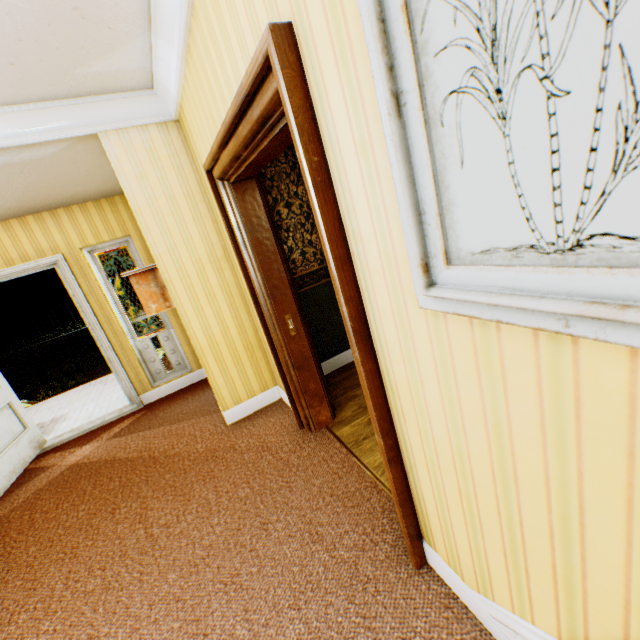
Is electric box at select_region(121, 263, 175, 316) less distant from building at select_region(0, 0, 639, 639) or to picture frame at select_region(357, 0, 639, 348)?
building at select_region(0, 0, 639, 639)

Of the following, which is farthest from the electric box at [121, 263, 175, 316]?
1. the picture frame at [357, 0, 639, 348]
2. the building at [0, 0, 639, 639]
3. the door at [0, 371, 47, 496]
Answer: the picture frame at [357, 0, 639, 348]

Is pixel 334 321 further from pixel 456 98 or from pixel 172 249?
pixel 456 98

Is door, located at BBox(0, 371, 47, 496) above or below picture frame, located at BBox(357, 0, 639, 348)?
below

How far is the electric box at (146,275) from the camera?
3.1 meters

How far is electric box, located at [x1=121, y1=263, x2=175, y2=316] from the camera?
3.14m

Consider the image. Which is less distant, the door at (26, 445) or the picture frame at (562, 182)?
the picture frame at (562, 182)

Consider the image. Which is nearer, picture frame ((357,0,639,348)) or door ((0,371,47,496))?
picture frame ((357,0,639,348))
